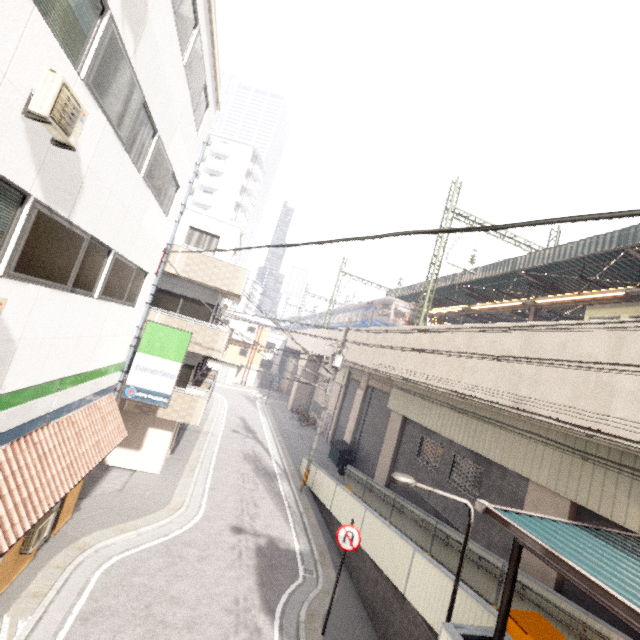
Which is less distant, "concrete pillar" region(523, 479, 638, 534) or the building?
"concrete pillar" region(523, 479, 638, 534)

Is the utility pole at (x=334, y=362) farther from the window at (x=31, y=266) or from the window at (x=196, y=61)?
the window at (x=31, y=266)

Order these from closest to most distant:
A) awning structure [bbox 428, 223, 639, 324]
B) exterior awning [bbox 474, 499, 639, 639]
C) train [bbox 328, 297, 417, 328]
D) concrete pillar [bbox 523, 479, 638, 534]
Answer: exterior awning [bbox 474, 499, 639, 639] < concrete pillar [bbox 523, 479, 638, 534] < awning structure [bbox 428, 223, 639, 324] < train [bbox 328, 297, 417, 328]

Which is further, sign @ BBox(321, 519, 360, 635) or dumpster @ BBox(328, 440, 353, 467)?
dumpster @ BBox(328, 440, 353, 467)

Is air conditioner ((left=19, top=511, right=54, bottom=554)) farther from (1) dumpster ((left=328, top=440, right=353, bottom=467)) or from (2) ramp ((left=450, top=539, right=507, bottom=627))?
(1) dumpster ((left=328, top=440, right=353, bottom=467))

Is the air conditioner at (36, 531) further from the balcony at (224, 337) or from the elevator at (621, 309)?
the elevator at (621, 309)

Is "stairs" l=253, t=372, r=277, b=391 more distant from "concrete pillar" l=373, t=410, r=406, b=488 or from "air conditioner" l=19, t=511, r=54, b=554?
"air conditioner" l=19, t=511, r=54, b=554

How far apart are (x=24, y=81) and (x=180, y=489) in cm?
1437
